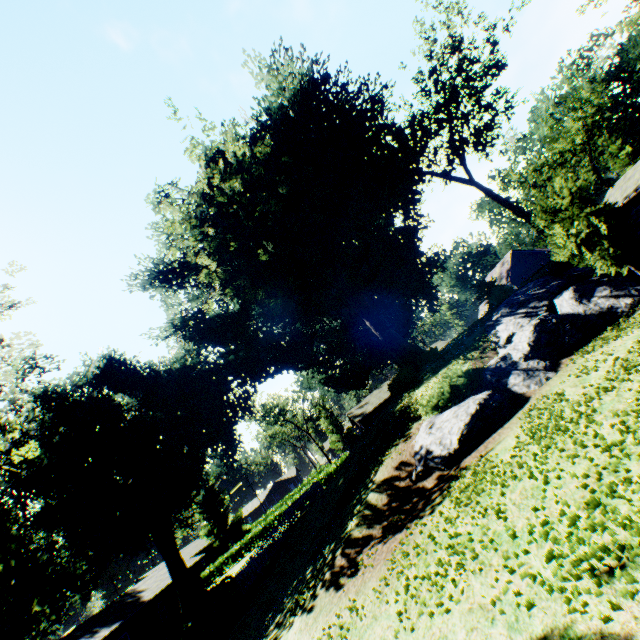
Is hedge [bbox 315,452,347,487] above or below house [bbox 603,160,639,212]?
below

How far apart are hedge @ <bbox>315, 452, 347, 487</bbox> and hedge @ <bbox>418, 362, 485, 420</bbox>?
30.43m

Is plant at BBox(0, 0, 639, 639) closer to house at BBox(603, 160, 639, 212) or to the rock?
the rock

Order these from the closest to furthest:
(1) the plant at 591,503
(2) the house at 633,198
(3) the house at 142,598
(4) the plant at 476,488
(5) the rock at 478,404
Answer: (1) the plant at 591,503 < (4) the plant at 476,488 < (5) the rock at 478,404 < (3) the house at 142,598 < (2) the house at 633,198

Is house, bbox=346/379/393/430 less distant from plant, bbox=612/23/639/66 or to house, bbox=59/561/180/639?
plant, bbox=612/23/639/66

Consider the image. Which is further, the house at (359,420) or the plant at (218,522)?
the plant at (218,522)

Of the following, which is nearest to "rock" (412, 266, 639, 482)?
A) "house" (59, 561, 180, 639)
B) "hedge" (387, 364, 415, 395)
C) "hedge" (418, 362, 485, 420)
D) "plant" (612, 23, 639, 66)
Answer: "hedge" (418, 362, 485, 420)

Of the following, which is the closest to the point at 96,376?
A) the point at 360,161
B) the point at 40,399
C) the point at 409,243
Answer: the point at 40,399
